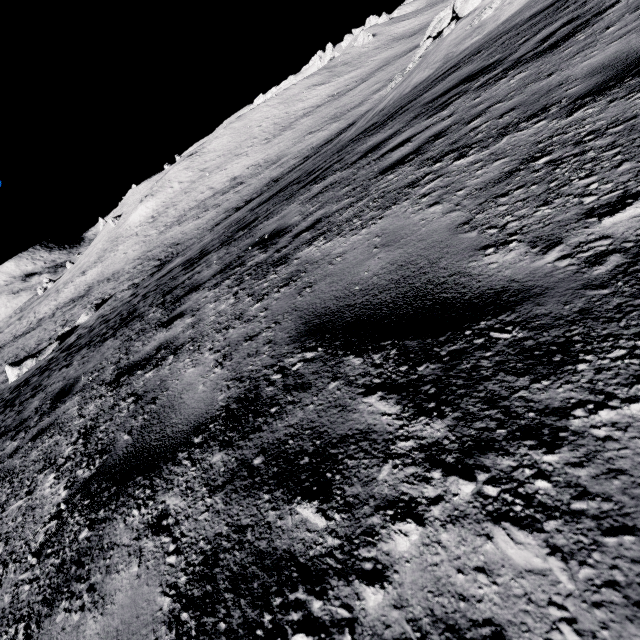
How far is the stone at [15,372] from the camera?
23.25m

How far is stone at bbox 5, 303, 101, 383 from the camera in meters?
23.2 m

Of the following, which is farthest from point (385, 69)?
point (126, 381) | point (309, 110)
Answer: point (126, 381)
